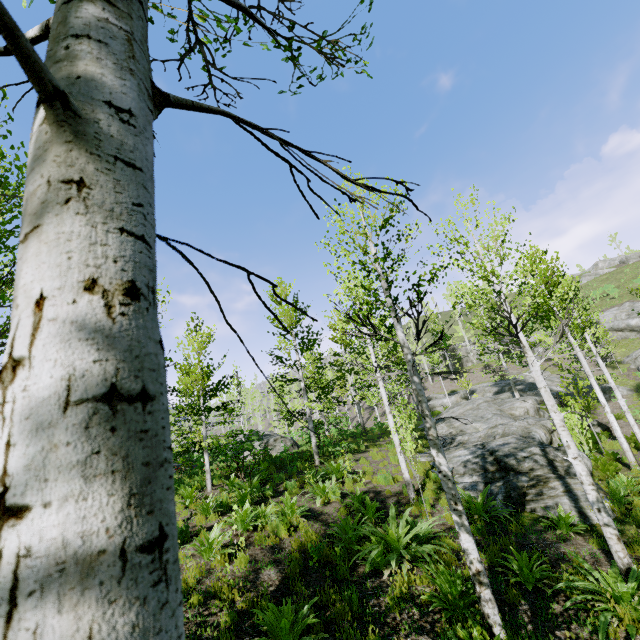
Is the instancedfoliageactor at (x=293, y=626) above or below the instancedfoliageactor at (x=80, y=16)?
below

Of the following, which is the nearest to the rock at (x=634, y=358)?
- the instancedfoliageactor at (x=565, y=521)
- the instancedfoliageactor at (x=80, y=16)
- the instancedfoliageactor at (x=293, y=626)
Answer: the instancedfoliageactor at (x=80, y=16)

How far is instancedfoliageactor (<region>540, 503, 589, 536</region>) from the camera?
7.1m

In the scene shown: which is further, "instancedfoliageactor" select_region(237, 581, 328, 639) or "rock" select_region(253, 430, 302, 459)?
"rock" select_region(253, 430, 302, 459)

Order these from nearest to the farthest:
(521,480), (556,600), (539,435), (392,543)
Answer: (556,600) < (392,543) < (521,480) < (539,435)

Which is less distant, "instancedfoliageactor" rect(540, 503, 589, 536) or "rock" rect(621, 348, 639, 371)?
"instancedfoliageactor" rect(540, 503, 589, 536)

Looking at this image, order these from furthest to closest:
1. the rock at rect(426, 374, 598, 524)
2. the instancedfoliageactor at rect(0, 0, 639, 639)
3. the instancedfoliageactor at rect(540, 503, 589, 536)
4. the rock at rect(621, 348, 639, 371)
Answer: the rock at rect(621, 348, 639, 371) → the rock at rect(426, 374, 598, 524) → the instancedfoliageactor at rect(540, 503, 589, 536) → the instancedfoliageactor at rect(0, 0, 639, 639)

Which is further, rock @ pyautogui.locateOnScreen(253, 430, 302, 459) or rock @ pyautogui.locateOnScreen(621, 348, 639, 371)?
rock @ pyautogui.locateOnScreen(621, 348, 639, 371)
